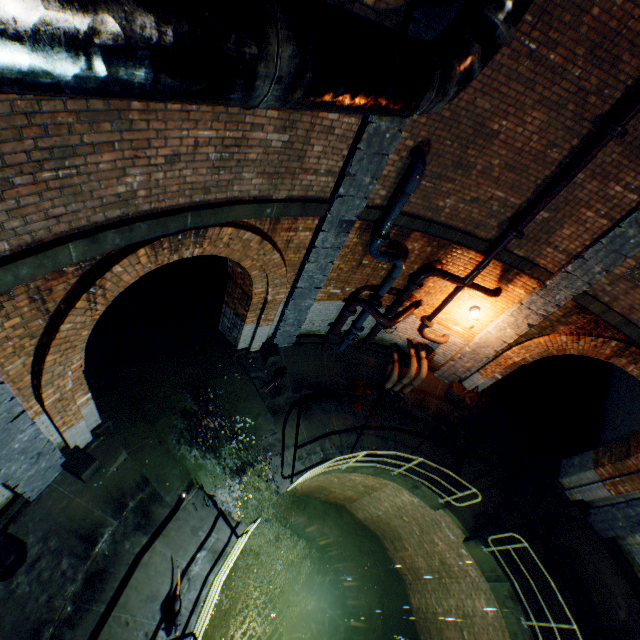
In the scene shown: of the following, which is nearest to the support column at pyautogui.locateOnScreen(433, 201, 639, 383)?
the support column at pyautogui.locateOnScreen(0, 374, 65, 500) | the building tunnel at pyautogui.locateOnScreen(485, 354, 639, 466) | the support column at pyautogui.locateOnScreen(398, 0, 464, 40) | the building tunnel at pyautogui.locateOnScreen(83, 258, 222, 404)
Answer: the building tunnel at pyautogui.locateOnScreen(485, 354, 639, 466)

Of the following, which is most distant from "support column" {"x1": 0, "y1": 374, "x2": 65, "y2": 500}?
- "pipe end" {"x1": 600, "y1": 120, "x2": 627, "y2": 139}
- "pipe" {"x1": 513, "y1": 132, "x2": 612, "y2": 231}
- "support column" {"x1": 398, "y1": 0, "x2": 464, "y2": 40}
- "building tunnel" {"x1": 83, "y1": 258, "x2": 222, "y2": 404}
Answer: "pipe end" {"x1": 600, "y1": 120, "x2": 627, "y2": 139}

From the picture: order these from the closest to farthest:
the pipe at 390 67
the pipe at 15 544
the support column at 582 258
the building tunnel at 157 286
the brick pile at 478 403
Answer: the pipe at 390 67, the pipe at 15 544, the support column at 582 258, the building tunnel at 157 286, the brick pile at 478 403

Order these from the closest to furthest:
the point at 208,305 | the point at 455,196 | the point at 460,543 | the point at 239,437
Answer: the point at 239,437 < the point at 455,196 < the point at 460,543 < the point at 208,305

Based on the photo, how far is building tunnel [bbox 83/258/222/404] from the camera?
7.44m

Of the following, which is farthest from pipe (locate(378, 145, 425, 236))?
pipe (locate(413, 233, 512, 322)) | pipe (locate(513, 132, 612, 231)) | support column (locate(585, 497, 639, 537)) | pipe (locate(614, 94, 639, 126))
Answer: support column (locate(585, 497, 639, 537))

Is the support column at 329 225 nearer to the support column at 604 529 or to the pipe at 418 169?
the pipe at 418 169

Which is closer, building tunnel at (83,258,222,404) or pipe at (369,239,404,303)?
pipe at (369,239,404,303)
